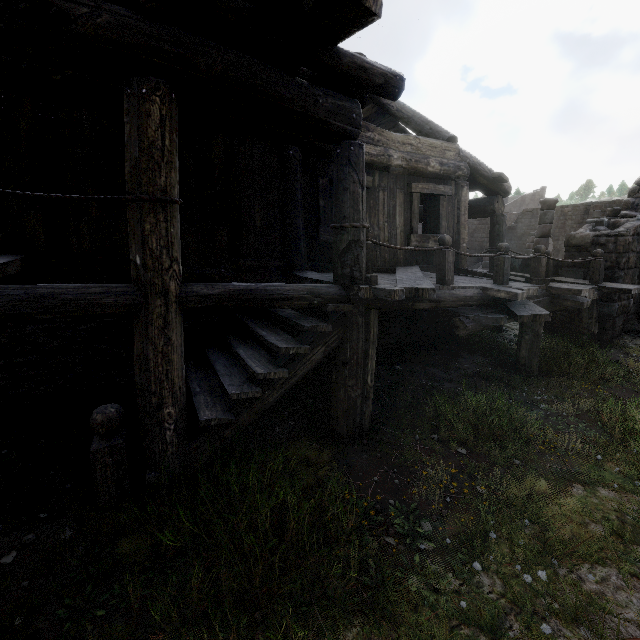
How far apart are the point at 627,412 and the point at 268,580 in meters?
5.8 m
